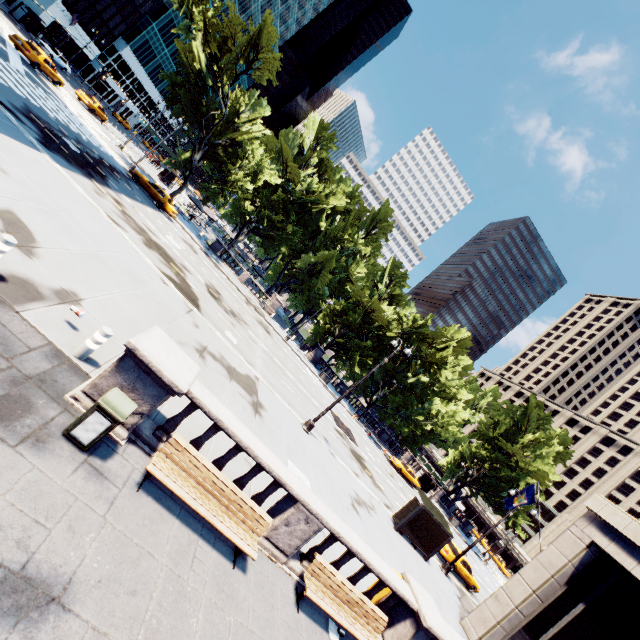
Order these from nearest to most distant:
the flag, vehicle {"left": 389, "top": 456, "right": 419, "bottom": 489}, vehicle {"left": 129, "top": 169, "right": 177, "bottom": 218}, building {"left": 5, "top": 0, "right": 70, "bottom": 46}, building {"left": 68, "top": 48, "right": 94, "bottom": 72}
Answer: the flag
vehicle {"left": 129, "top": 169, "right": 177, "bottom": 218}
vehicle {"left": 389, "top": 456, "right": 419, "bottom": 489}
building {"left": 5, "top": 0, "right": 70, "bottom": 46}
building {"left": 68, "top": 48, "right": 94, "bottom": 72}

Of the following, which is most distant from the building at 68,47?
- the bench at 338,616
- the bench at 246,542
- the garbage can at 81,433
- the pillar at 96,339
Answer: the bench at 338,616

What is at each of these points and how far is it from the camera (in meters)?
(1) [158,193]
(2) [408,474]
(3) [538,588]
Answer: (1) vehicle, 30.12
(2) vehicle, 39.72
(3) building, 15.64

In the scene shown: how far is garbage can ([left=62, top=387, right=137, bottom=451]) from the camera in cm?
540

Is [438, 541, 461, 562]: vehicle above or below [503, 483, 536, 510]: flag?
below

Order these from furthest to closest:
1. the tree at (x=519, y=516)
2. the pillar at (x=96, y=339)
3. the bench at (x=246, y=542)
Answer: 1. the tree at (x=519, y=516)
2. the pillar at (x=96, y=339)
3. the bench at (x=246, y=542)

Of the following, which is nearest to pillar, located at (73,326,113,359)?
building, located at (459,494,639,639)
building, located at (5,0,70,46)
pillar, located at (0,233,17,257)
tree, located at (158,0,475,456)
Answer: pillar, located at (0,233,17,257)

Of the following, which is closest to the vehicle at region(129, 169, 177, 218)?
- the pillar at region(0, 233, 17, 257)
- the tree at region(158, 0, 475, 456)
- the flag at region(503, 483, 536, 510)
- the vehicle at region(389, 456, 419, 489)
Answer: the tree at region(158, 0, 475, 456)
